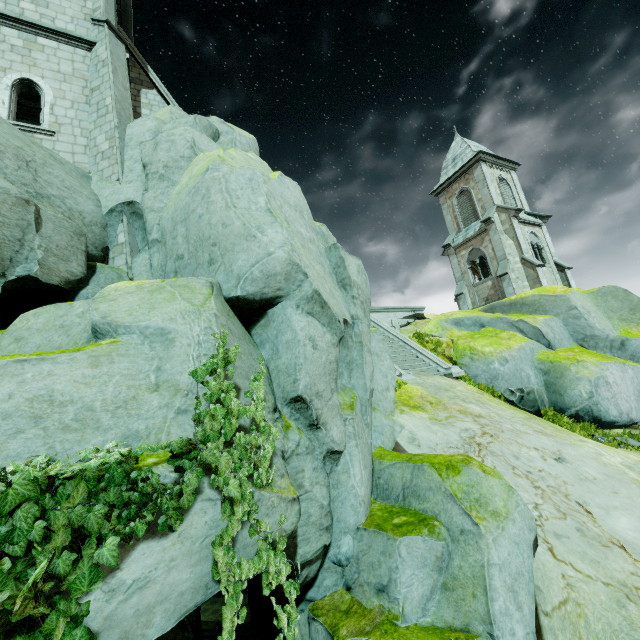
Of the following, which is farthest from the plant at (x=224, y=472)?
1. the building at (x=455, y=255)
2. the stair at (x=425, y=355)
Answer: the building at (x=455, y=255)

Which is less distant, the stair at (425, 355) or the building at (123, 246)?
the building at (123, 246)

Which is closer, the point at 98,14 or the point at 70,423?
the point at 70,423

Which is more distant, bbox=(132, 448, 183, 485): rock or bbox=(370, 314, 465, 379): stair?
bbox=(370, 314, 465, 379): stair

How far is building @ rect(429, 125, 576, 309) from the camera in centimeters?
2486cm

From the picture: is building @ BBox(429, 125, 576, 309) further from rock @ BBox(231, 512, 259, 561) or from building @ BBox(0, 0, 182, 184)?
building @ BBox(0, 0, 182, 184)
